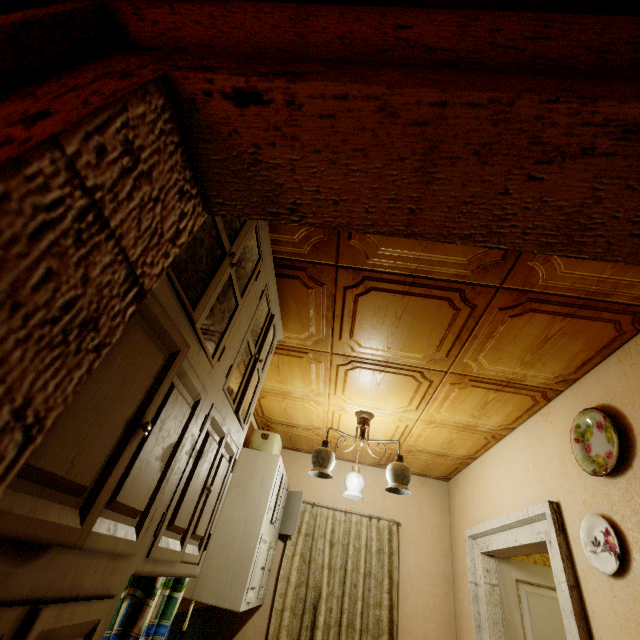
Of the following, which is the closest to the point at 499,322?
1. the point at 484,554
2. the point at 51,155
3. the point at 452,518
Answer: the point at 51,155

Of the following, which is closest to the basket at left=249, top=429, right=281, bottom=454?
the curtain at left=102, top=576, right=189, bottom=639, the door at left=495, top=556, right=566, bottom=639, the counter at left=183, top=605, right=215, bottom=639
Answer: the curtain at left=102, top=576, right=189, bottom=639

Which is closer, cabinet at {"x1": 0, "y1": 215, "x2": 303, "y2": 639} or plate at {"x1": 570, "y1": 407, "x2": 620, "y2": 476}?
cabinet at {"x1": 0, "y1": 215, "x2": 303, "y2": 639}

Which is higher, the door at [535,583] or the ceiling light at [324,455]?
the ceiling light at [324,455]

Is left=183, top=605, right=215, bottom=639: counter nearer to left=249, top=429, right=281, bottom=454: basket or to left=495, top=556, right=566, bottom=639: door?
left=249, top=429, right=281, bottom=454: basket

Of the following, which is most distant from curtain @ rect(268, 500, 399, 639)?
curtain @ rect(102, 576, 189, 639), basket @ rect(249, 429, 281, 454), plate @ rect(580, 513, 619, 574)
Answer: plate @ rect(580, 513, 619, 574)

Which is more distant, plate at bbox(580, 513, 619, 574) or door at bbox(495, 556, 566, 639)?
door at bbox(495, 556, 566, 639)

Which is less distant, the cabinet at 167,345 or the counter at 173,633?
the cabinet at 167,345
